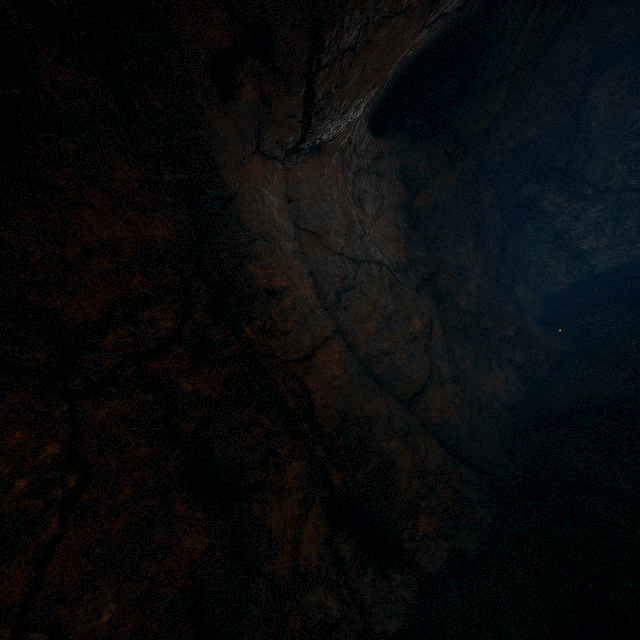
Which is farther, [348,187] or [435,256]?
[435,256]
